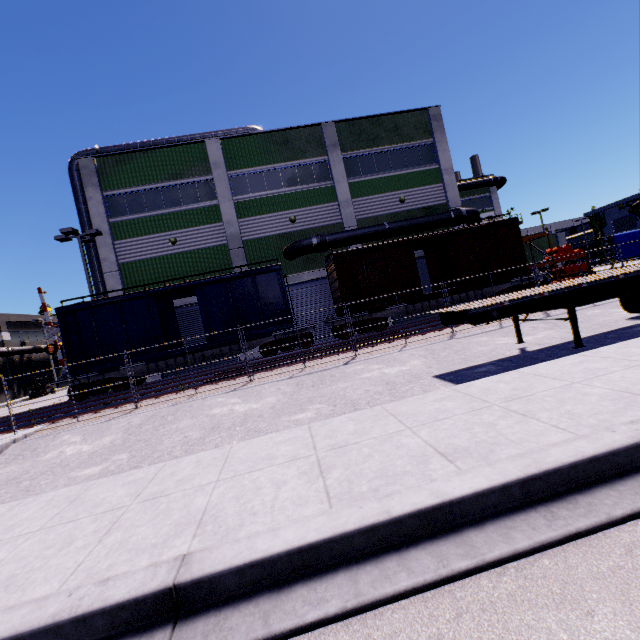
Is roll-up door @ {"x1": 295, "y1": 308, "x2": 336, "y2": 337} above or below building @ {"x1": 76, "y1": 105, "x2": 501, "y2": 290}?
below

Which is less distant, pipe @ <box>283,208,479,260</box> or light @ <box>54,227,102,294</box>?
light @ <box>54,227,102,294</box>

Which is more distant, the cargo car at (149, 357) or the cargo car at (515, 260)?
the cargo car at (515, 260)

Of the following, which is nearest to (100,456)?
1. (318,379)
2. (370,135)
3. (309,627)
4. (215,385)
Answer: (215,385)

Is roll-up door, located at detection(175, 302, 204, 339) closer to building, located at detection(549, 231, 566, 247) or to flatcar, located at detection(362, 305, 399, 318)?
building, located at detection(549, 231, 566, 247)

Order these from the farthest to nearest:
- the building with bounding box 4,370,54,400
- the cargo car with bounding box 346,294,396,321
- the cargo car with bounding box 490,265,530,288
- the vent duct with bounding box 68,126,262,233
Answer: the building with bounding box 4,370,54,400, the vent duct with bounding box 68,126,262,233, the cargo car with bounding box 490,265,530,288, the cargo car with bounding box 346,294,396,321

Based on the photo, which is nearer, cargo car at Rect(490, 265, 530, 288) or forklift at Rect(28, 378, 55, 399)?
cargo car at Rect(490, 265, 530, 288)

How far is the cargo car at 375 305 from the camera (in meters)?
17.20
